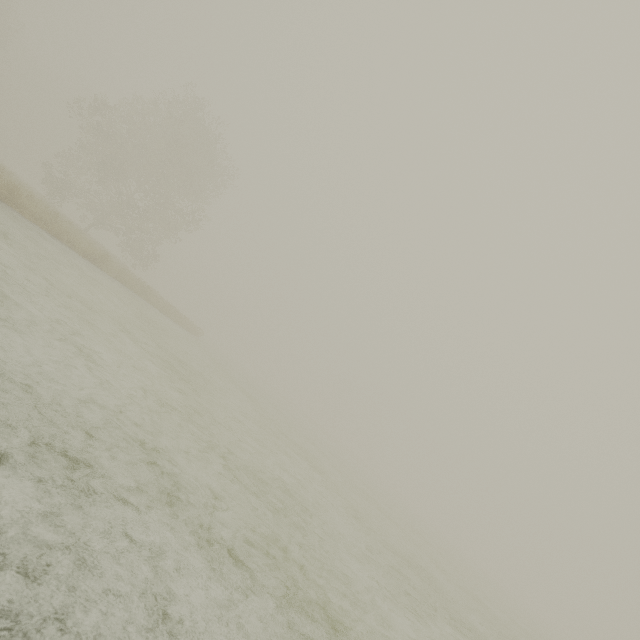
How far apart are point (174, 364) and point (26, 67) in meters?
68.1 m
